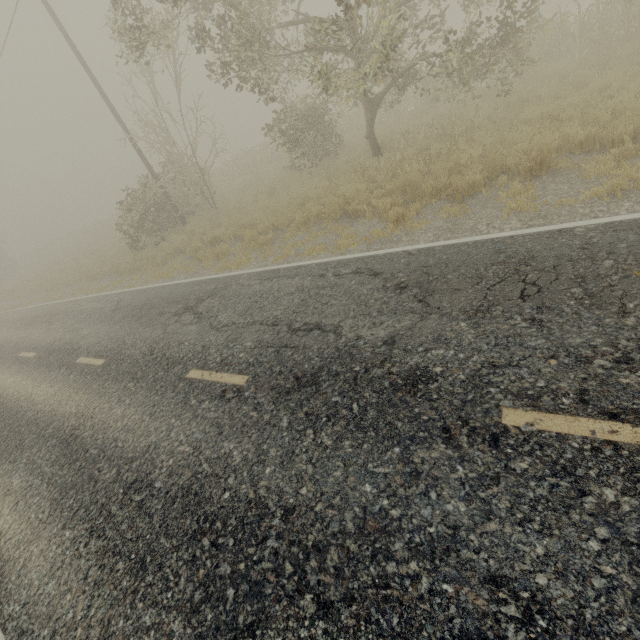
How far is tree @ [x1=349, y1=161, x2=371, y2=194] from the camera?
9.5m

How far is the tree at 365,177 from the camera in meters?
9.5 m

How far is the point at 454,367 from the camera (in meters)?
3.64
